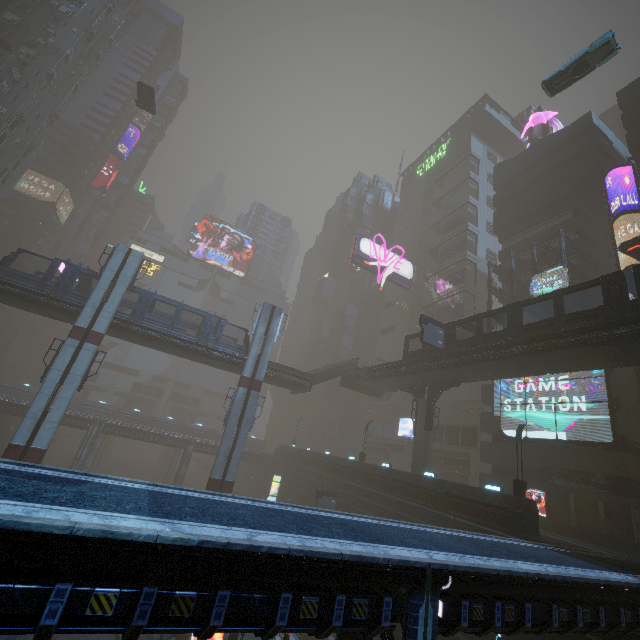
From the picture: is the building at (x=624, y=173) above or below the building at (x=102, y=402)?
above

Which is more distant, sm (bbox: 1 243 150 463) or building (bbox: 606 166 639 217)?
building (bbox: 606 166 639 217)

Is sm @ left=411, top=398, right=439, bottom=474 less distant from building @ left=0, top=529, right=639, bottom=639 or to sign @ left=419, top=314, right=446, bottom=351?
building @ left=0, top=529, right=639, bottom=639

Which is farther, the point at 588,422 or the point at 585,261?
the point at 585,261

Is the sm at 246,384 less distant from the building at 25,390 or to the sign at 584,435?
the building at 25,390

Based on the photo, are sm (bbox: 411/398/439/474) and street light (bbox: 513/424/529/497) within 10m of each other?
yes

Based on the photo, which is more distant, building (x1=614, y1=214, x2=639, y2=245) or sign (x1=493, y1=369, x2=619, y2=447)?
building (x1=614, y1=214, x2=639, y2=245)

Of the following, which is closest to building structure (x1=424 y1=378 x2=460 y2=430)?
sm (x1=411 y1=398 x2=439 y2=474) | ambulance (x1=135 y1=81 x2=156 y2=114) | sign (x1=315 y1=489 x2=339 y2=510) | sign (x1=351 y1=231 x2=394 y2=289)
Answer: sm (x1=411 y1=398 x2=439 y2=474)
